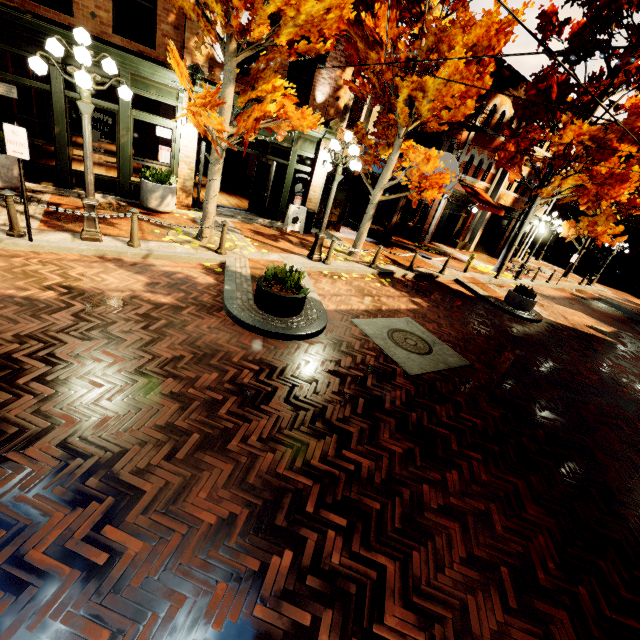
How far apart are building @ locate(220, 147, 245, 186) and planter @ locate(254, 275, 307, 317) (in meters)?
14.08

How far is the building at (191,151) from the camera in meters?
9.3 m

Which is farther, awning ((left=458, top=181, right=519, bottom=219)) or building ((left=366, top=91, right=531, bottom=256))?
awning ((left=458, top=181, right=519, bottom=219))

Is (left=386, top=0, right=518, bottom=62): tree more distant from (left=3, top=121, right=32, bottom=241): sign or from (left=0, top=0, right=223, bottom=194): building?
(left=3, top=121, right=32, bottom=241): sign

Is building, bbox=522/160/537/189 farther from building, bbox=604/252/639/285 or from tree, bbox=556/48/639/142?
building, bbox=604/252/639/285

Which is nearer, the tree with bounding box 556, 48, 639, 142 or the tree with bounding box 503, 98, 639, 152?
the tree with bounding box 556, 48, 639, 142

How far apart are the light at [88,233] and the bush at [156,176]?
3.2m

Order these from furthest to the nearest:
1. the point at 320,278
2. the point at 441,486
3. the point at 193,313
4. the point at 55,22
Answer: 1. the point at 320,278
2. the point at 55,22
3. the point at 193,313
4. the point at 441,486
